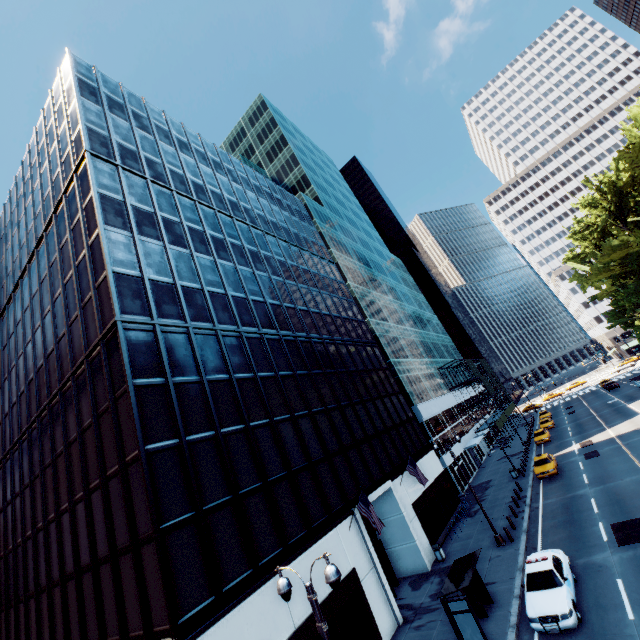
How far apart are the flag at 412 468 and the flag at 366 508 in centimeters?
797cm

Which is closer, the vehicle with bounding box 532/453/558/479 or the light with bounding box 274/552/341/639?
the light with bounding box 274/552/341/639

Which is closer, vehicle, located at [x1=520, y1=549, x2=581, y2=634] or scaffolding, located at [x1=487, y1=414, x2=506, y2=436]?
vehicle, located at [x1=520, y1=549, x2=581, y2=634]

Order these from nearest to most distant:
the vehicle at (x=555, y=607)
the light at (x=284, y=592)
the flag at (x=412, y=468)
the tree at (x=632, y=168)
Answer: the light at (x=284, y=592) → the vehicle at (x=555, y=607) → the flag at (x=412, y=468) → the tree at (x=632, y=168)

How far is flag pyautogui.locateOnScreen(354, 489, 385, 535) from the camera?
18.3 meters

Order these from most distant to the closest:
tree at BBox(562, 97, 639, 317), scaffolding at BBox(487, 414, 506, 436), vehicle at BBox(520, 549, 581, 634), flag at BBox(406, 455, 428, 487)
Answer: scaffolding at BBox(487, 414, 506, 436)
tree at BBox(562, 97, 639, 317)
flag at BBox(406, 455, 428, 487)
vehicle at BBox(520, 549, 581, 634)

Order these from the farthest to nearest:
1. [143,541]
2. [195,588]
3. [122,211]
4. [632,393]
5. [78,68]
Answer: [632,393] → [78,68] → [122,211] → [143,541] → [195,588]

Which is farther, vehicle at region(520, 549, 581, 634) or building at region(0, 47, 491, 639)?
building at region(0, 47, 491, 639)
